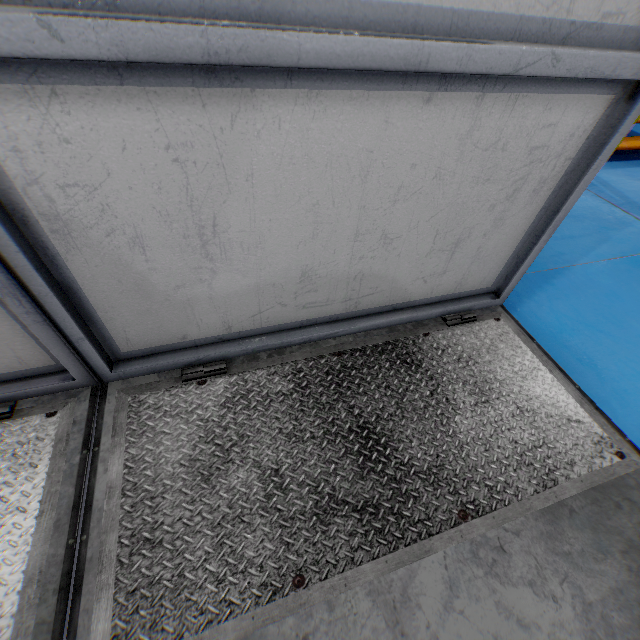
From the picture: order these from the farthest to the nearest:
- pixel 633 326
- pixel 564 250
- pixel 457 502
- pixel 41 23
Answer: pixel 564 250 < pixel 633 326 < pixel 457 502 < pixel 41 23
